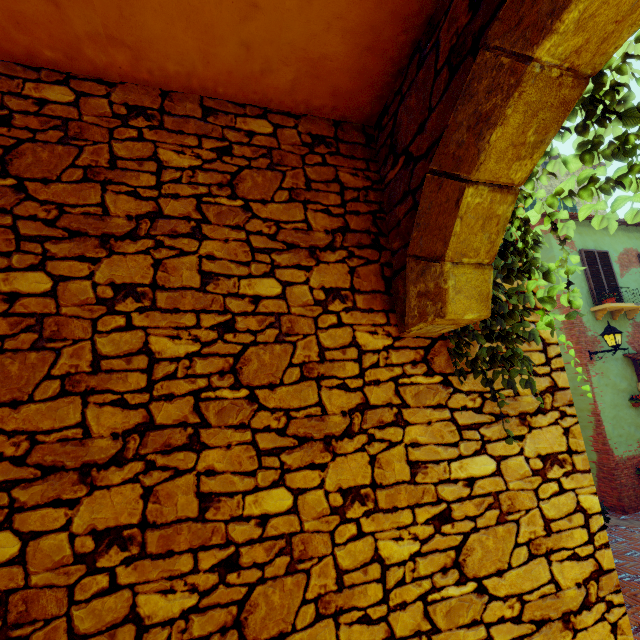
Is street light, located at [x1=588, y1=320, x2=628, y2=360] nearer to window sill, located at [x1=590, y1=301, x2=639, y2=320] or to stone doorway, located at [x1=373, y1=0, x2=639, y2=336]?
window sill, located at [x1=590, y1=301, x2=639, y2=320]

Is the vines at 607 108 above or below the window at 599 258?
below

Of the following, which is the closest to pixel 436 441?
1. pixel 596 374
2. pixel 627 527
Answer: pixel 627 527

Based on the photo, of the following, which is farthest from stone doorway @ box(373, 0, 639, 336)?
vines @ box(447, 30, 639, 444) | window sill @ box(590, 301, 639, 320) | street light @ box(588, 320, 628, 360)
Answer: window sill @ box(590, 301, 639, 320)

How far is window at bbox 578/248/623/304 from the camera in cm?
901

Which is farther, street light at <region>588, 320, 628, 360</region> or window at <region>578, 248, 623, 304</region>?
window at <region>578, 248, 623, 304</region>

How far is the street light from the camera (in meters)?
7.79

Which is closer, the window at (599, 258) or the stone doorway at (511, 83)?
the stone doorway at (511, 83)
